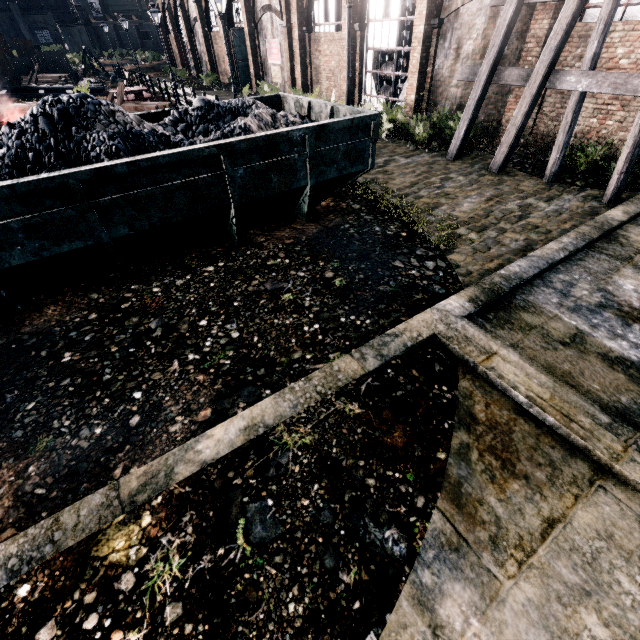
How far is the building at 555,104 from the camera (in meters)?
12.53

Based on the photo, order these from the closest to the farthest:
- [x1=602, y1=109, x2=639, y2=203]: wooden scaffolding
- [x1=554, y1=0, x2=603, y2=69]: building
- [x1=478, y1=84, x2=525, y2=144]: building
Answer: [x1=602, y1=109, x2=639, y2=203]: wooden scaffolding
[x1=554, y1=0, x2=603, y2=69]: building
[x1=478, y1=84, x2=525, y2=144]: building

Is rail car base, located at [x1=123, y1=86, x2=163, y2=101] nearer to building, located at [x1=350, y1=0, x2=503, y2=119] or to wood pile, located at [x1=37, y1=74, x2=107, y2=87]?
building, located at [x1=350, y1=0, x2=503, y2=119]

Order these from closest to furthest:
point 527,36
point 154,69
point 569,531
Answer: point 569,531 → point 527,36 → point 154,69

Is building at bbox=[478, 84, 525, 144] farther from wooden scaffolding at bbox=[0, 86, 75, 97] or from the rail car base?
wooden scaffolding at bbox=[0, 86, 75, 97]

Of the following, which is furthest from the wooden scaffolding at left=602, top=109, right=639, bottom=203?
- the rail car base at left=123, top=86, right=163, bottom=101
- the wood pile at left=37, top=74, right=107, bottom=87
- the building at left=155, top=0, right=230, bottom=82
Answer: the wood pile at left=37, top=74, right=107, bottom=87

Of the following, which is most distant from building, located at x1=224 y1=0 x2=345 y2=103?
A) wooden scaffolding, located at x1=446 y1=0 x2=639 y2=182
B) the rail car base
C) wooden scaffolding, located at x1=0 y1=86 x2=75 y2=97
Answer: wooden scaffolding, located at x1=0 y1=86 x2=75 y2=97

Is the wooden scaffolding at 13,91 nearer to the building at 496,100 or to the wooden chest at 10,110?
the wooden chest at 10,110
